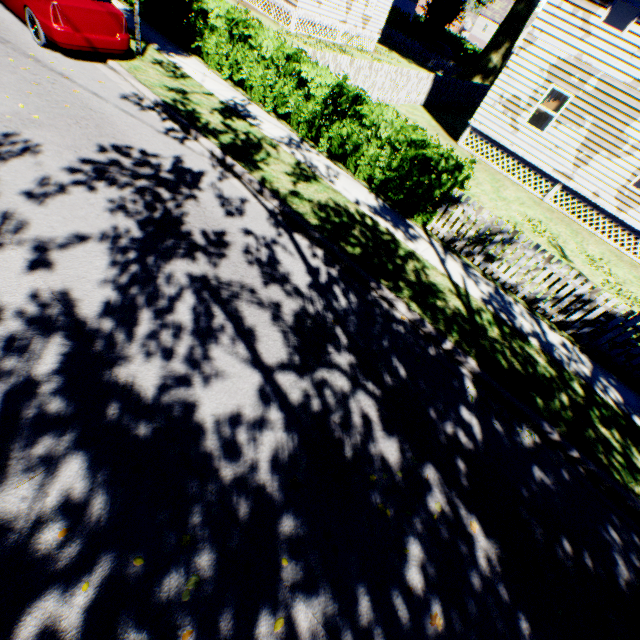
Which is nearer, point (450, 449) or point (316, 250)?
point (450, 449)

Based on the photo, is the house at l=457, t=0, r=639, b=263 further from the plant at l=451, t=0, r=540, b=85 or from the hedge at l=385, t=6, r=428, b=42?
the hedge at l=385, t=6, r=428, b=42

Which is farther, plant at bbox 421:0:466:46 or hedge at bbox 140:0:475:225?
plant at bbox 421:0:466:46

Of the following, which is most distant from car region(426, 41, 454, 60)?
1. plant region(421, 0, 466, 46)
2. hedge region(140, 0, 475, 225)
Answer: hedge region(140, 0, 475, 225)

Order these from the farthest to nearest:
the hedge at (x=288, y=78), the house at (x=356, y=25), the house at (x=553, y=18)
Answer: the house at (x=356, y=25) < the house at (x=553, y=18) < the hedge at (x=288, y=78)

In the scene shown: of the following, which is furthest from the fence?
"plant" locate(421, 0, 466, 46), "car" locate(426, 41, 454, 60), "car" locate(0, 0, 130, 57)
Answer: "car" locate(426, 41, 454, 60)

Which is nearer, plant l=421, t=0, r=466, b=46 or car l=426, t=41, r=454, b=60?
plant l=421, t=0, r=466, b=46

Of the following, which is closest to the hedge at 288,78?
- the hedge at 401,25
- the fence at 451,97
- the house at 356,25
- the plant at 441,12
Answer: the fence at 451,97
